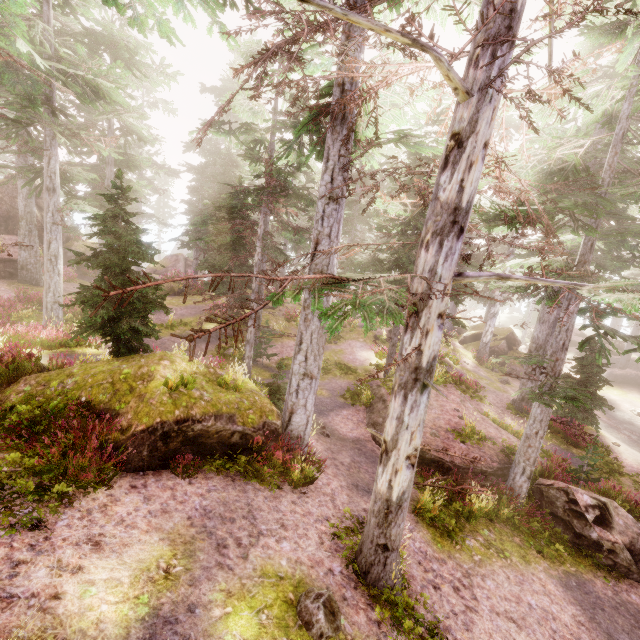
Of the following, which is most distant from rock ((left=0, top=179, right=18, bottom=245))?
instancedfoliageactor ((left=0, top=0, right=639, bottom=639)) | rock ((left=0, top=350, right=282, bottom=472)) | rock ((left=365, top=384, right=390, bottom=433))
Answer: rock ((left=365, top=384, right=390, bottom=433))

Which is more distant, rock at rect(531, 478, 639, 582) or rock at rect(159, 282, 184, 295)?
rock at rect(159, 282, 184, 295)

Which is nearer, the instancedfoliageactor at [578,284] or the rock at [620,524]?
the instancedfoliageactor at [578,284]

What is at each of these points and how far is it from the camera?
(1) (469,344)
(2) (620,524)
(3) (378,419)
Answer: (1) rock, 30.7 meters
(2) rock, 10.5 meters
(3) rock, 13.8 meters

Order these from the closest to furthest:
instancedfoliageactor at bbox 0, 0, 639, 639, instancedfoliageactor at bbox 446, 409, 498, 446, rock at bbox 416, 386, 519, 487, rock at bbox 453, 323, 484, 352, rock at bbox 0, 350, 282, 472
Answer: instancedfoliageactor at bbox 0, 0, 639, 639
rock at bbox 0, 350, 282, 472
rock at bbox 416, 386, 519, 487
instancedfoliageactor at bbox 446, 409, 498, 446
rock at bbox 453, 323, 484, 352

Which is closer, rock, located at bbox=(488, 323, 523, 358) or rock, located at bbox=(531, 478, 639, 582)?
rock, located at bbox=(531, 478, 639, 582)

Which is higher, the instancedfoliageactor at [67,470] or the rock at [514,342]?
the instancedfoliageactor at [67,470]

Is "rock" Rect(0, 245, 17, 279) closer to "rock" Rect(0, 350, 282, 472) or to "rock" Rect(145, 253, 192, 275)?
"rock" Rect(145, 253, 192, 275)
